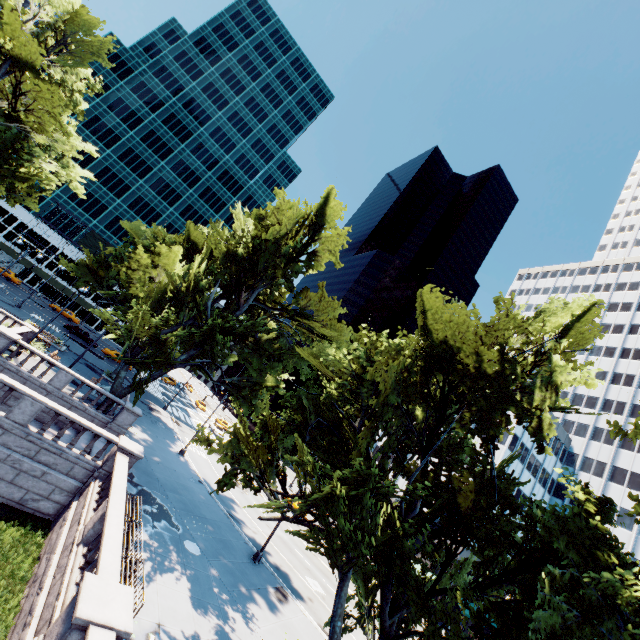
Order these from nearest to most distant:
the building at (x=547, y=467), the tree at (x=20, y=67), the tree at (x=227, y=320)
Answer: the tree at (x=227, y=320)
the tree at (x=20, y=67)
the building at (x=547, y=467)

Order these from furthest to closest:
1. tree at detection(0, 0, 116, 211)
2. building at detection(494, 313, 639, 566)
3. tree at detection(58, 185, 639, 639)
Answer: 1. building at detection(494, 313, 639, 566)
2. tree at detection(0, 0, 116, 211)
3. tree at detection(58, 185, 639, 639)

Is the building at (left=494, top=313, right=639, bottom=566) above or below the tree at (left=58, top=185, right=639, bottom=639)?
above

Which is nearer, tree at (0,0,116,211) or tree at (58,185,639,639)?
tree at (58,185,639,639)

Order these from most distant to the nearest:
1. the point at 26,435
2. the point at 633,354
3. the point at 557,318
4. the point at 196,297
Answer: the point at 633,354
the point at 196,297
the point at 26,435
the point at 557,318

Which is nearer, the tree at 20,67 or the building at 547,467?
the tree at 20,67

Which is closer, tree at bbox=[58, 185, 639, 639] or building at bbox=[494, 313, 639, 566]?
tree at bbox=[58, 185, 639, 639]
